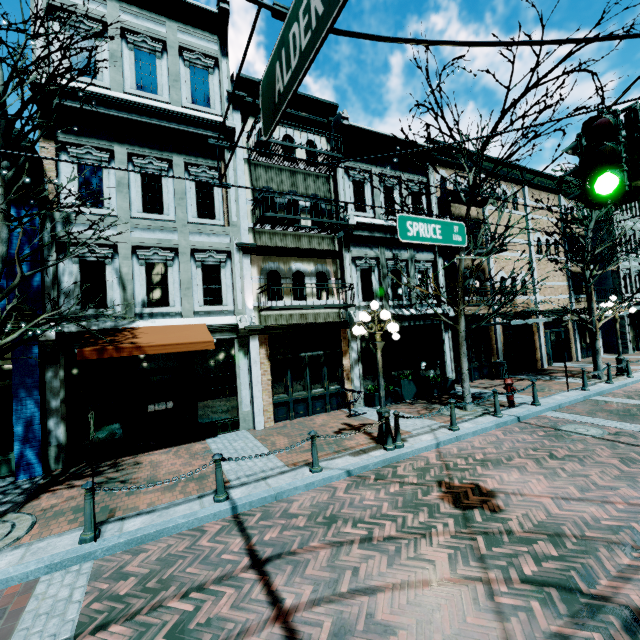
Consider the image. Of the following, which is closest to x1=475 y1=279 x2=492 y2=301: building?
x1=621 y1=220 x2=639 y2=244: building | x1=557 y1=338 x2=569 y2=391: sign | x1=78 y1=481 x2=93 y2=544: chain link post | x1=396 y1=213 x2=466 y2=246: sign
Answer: x1=621 y1=220 x2=639 y2=244: building

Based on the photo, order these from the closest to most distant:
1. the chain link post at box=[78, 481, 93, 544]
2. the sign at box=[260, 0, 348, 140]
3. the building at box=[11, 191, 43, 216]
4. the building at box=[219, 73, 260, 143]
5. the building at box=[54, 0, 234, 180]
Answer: the sign at box=[260, 0, 348, 140] < the chain link post at box=[78, 481, 93, 544] < the building at box=[11, 191, 43, 216] < the building at box=[54, 0, 234, 180] < the building at box=[219, 73, 260, 143]

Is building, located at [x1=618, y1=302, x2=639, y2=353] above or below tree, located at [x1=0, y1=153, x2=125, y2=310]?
below

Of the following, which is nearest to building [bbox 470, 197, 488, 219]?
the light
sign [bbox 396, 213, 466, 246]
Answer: sign [bbox 396, 213, 466, 246]

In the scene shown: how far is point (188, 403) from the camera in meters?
9.8

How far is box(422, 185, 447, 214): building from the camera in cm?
1498

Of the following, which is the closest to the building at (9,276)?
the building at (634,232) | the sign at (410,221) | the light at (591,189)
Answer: the building at (634,232)

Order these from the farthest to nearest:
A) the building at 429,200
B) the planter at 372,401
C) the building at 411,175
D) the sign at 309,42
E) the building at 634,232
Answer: the building at 634,232 → the building at 429,200 → the building at 411,175 → the planter at 372,401 → the sign at 309,42
